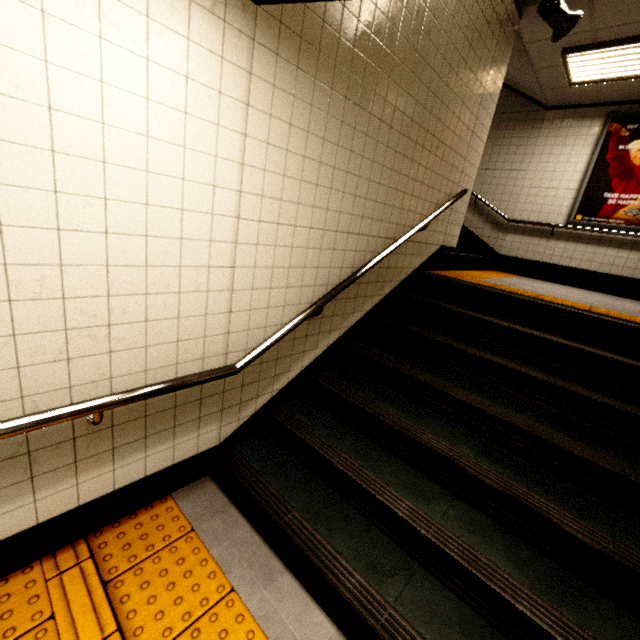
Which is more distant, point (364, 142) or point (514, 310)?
point (514, 310)

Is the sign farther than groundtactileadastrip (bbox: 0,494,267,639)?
Yes

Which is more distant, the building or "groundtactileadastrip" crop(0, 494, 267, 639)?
the building

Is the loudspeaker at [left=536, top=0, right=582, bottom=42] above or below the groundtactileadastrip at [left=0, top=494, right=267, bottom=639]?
above

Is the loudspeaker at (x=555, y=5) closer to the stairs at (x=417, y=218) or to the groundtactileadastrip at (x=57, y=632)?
the stairs at (x=417, y=218)

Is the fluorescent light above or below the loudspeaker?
above

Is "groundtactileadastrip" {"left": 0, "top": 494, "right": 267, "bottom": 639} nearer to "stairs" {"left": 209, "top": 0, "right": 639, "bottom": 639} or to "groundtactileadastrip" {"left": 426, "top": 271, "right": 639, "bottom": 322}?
"stairs" {"left": 209, "top": 0, "right": 639, "bottom": 639}

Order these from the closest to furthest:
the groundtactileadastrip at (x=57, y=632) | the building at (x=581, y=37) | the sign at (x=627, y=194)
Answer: the groundtactileadastrip at (x=57, y=632) < the building at (x=581, y=37) < the sign at (x=627, y=194)
